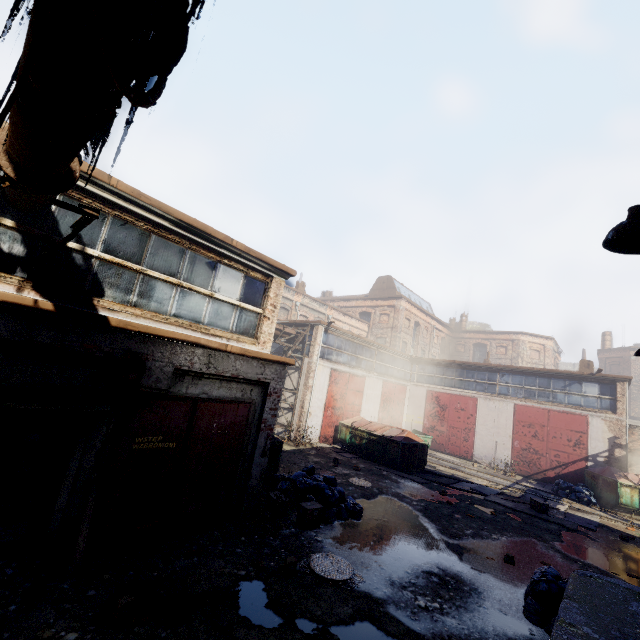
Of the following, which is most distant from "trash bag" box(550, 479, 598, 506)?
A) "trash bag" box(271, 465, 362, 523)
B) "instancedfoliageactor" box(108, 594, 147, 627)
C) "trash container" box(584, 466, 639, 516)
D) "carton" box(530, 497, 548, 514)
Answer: "instancedfoliageactor" box(108, 594, 147, 627)

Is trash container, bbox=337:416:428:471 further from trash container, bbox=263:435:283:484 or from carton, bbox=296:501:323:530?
carton, bbox=296:501:323:530

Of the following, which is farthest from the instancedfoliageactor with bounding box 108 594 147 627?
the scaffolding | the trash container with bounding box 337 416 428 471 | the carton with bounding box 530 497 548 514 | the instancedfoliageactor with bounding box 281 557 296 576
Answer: the carton with bounding box 530 497 548 514

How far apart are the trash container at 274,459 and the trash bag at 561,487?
14.86m

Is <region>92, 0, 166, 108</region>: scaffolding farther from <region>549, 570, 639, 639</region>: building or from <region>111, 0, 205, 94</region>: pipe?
<region>549, 570, 639, 639</region>: building

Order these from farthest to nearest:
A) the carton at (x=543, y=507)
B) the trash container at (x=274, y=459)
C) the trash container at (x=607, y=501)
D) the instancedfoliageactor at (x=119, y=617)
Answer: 1. the trash container at (x=607, y=501)
2. the carton at (x=543, y=507)
3. the trash container at (x=274, y=459)
4. the instancedfoliageactor at (x=119, y=617)

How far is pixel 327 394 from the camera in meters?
18.6

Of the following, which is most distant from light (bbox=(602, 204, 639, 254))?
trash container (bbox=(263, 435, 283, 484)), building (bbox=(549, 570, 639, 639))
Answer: trash container (bbox=(263, 435, 283, 484))
